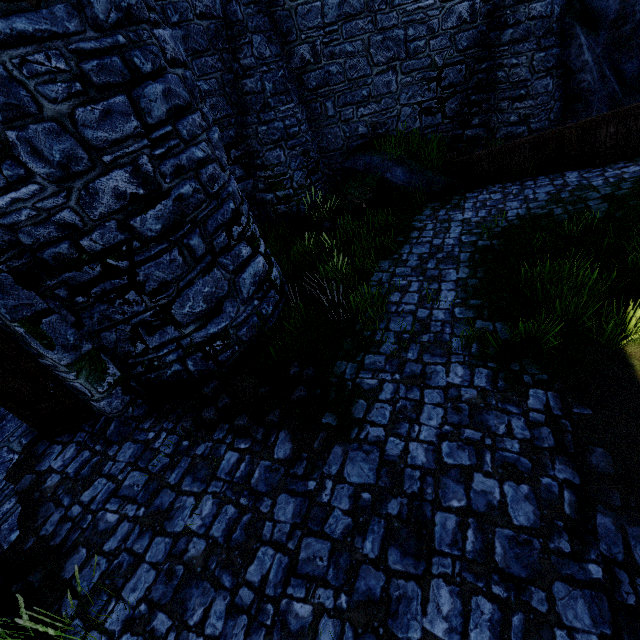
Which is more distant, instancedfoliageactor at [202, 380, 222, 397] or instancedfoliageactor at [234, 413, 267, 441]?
instancedfoliageactor at [202, 380, 222, 397]

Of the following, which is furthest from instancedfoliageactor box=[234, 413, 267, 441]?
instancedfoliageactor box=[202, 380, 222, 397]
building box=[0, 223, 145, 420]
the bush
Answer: the bush

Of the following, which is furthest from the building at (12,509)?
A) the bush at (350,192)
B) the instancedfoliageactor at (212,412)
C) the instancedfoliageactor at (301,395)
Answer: the bush at (350,192)

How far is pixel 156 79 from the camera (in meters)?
4.44

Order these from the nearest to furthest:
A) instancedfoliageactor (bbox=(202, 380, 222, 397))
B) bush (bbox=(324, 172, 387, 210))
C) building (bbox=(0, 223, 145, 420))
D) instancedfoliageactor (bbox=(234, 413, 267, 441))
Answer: building (bbox=(0, 223, 145, 420)) → instancedfoliageactor (bbox=(234, 413, 267, 441)) → instancedfoliageactor (bbox=(202, 380, 222, 397)) → bush (bbox=(324, 172, 387, 210))

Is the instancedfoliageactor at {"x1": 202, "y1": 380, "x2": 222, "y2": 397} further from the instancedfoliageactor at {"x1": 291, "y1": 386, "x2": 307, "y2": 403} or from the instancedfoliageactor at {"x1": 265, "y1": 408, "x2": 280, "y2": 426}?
the instancedfoliageactor at {"x1": 291, "y1": 386, "x2": 307, "y2": 403}

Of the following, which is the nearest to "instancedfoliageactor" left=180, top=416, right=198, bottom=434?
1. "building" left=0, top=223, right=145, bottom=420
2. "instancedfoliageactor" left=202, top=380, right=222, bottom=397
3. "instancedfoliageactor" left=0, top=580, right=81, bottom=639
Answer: "instancedfoliageactor" left=202, top=380, right=222, bottom=397

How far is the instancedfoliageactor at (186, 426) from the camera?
4.8 meters
